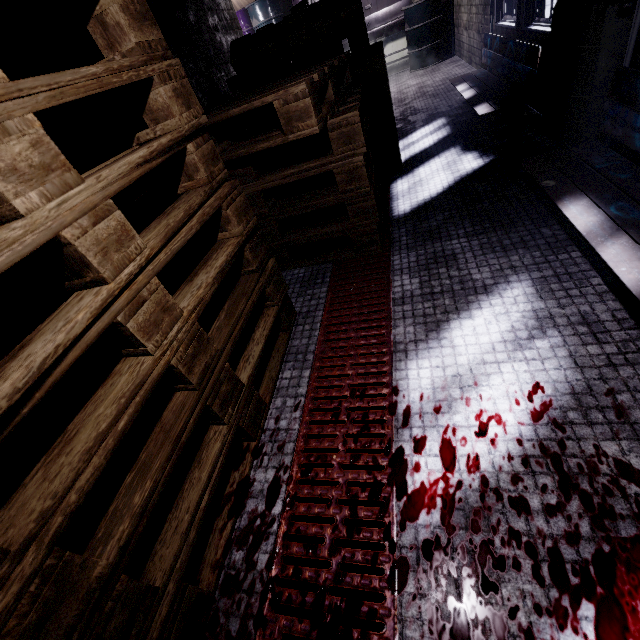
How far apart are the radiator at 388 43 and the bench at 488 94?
4.2m

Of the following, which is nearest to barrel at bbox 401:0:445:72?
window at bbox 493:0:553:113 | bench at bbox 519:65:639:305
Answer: window at bbox 493:0:553:113

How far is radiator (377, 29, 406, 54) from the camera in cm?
705

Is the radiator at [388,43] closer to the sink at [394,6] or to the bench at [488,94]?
the sink at [394,6]

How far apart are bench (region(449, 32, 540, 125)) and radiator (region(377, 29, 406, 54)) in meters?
4.2 m

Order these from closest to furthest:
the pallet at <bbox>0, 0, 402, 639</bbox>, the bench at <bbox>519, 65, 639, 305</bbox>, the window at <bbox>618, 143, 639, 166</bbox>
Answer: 1. the pallet at <bbox>0, 0, 402, 639</bbox>
2. the bench at <bbox>519, 65, 639, 305</bbox>
3. the window at <bbox>618, 143, 639, 166</bbox>

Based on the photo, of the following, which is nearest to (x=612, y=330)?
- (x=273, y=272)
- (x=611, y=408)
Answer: (x=611, y=408)

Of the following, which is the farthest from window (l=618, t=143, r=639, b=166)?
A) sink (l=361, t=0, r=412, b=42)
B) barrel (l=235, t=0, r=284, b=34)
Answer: barrel (l=235, t=0, r=284, b=34)
